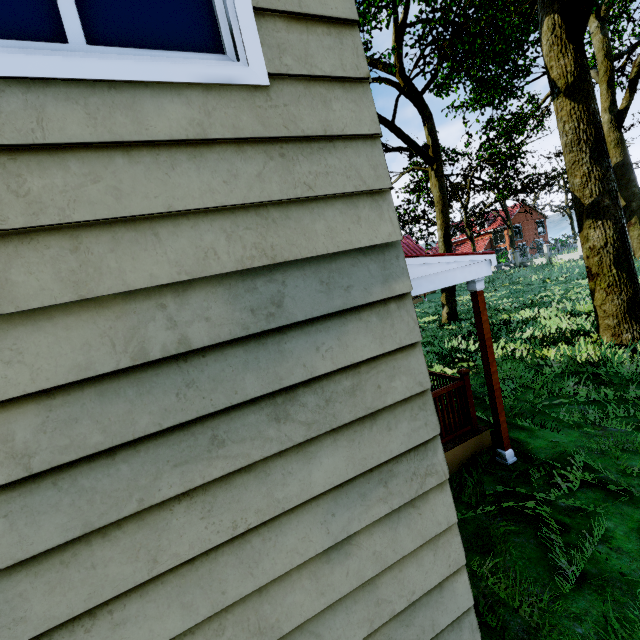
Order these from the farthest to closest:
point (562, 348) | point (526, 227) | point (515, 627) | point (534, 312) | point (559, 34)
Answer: point (526, 227) → point (534, 312) → point (562, 348) → point (559, 34) → point (515, 627)

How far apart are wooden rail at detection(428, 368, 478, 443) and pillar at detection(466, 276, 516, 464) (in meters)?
0.32

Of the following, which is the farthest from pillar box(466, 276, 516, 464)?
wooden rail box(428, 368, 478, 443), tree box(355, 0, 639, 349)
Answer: tree box(355, 0, 639, 349)

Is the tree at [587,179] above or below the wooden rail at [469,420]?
above

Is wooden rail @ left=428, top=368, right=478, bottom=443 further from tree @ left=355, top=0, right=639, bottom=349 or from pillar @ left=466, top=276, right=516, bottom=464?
tree @ left=355, top=0, right=639, bottom=349

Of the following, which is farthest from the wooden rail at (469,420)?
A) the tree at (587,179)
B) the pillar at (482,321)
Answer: the tree at (587,179)

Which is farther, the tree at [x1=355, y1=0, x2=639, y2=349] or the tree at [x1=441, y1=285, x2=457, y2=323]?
the tree at [x1=441, y1=285, x2=457, y2=323]
